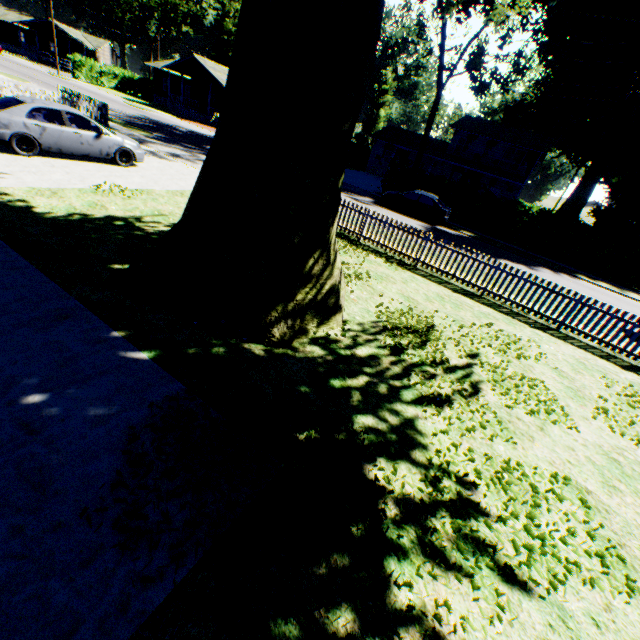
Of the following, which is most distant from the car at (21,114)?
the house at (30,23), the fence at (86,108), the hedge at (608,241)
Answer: the house at (30,23)

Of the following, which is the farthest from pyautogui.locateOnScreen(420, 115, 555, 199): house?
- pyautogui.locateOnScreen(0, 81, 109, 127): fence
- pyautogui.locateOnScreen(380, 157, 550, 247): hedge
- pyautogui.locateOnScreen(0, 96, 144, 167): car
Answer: pyautogui.locateOnScreen(0, 96, 144, 167): car

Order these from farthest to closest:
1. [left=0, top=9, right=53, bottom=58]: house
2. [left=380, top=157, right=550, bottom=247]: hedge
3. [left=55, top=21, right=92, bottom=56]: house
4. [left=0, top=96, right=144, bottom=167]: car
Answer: [left=55, top=21, right=92, bottom=56]: house < [left=0, top=9, right=53, bottom=58]: house < [left=380, top=157, right=550, bottom=247]: hedge < [left=0, top=96, right=144, bottom=167]: car

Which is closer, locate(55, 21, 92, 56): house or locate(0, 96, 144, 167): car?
locate(0, 96, 144, 167): car

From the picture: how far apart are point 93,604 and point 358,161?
54.9m

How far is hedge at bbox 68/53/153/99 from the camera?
43.4 meters

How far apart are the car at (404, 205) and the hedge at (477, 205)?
2.77m

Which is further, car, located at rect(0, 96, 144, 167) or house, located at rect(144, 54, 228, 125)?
house, located at rect(144, 54, 228, 125)
